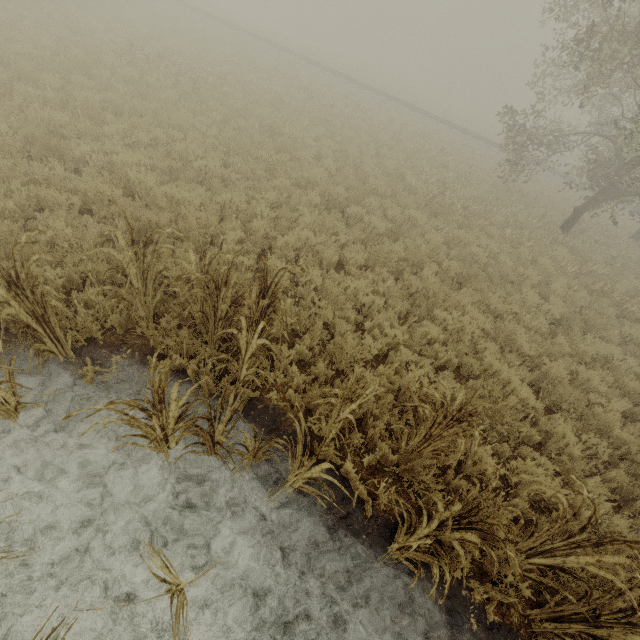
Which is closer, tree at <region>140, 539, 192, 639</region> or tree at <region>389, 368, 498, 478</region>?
tree at <region>140, 539, 192, 639</region>

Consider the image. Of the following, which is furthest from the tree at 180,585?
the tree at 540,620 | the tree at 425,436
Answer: the tree at 425,436

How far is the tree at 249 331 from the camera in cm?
283

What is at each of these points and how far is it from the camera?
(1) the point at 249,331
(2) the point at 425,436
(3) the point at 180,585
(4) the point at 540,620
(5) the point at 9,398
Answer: (1) tree, 3.9 meters
(2) tree, 4.1 meters
(3) tree, 2.3 meters
(4) tree, 3.5 meters
(5) tree, 3.4 meters

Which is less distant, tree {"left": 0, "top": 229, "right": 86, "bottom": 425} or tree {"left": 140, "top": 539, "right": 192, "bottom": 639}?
tree {"left": 140, "top": 539, "right": 192, "bottom": 639}

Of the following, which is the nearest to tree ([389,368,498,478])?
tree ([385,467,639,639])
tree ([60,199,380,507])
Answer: tree ([385,467,639,639])

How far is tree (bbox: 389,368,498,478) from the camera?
3.3m
